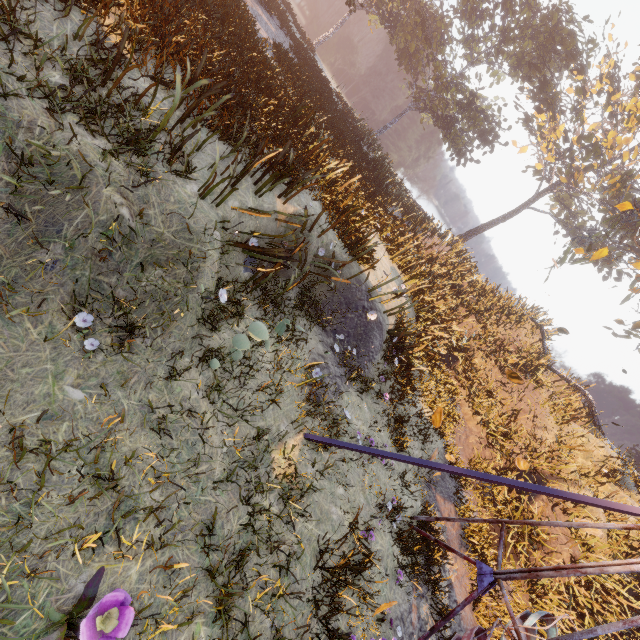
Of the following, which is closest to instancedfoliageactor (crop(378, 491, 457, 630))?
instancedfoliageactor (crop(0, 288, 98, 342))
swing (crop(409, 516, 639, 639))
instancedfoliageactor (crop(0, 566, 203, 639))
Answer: swing (crop(409, 516, 639, 639))

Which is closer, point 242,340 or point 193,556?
point 193,556

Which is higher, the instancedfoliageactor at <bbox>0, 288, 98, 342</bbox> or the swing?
the swing

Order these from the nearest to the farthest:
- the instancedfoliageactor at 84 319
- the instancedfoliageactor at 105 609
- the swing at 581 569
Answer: the instancedfoliageactor at 105 609 → the instancedfoliageactor at 84 319 → the swing at 581 569

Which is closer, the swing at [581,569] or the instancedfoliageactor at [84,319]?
the instancedfoliageactor at [84,319]

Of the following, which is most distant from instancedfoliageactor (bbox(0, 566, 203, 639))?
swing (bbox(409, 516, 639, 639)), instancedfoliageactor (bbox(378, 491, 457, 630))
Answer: instancedfoliageactor (bbox(378, 491, 457, 630))

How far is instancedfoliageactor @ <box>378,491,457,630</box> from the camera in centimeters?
649cm
